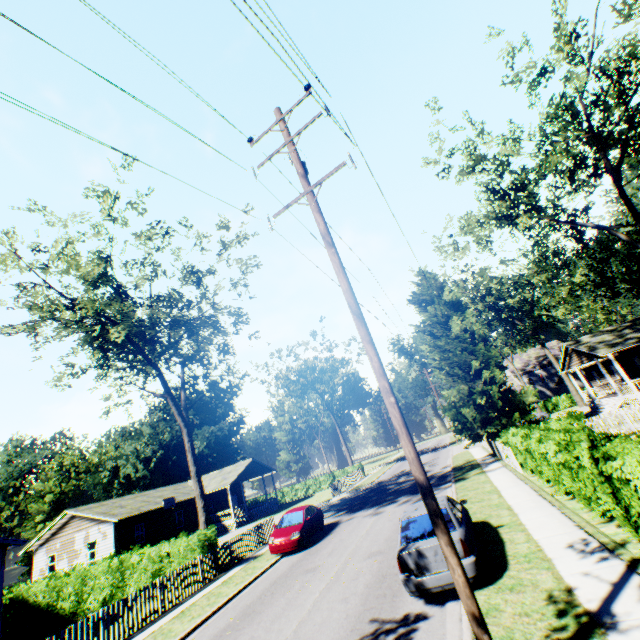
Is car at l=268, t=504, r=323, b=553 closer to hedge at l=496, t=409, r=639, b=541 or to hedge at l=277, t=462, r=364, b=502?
hedge at l=496, t=409, r=639, b=541

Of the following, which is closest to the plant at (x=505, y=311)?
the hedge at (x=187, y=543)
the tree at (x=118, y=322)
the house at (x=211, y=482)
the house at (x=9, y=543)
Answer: the tree at (x=118, y=322)

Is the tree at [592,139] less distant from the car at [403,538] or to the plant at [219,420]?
the plant at [219,420]

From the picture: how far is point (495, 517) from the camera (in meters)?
11.13

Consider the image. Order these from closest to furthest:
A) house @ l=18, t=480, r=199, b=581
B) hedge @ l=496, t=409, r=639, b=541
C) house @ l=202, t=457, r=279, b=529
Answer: hedge @ l=496, t=409, r=639, b=541 → house @ l=18, t=480, r=199, b=581 → house @ l=202, t=457, r=279, b=529

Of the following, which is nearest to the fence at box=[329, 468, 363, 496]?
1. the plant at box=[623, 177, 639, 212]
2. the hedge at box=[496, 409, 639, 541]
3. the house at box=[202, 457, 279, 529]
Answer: the house at box=[202, 457, 279, 529]

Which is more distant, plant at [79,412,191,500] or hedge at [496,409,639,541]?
plant at [79,412,191,500]

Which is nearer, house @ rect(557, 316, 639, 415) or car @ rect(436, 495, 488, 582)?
car @ rect(436, 495, 488, 582)
